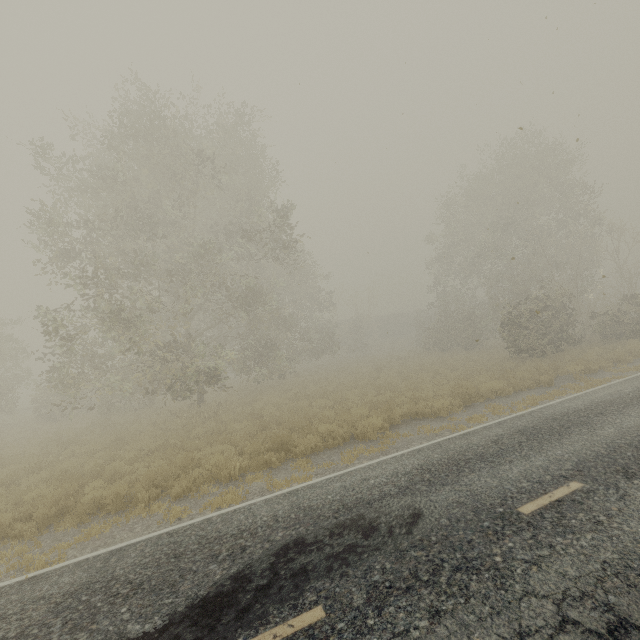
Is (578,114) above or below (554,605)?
above

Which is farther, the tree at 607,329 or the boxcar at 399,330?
the boxcar at 399,330

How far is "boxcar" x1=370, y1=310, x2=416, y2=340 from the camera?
51.44m

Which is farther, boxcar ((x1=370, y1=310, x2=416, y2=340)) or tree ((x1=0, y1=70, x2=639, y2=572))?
boxcar ((x1=370, y1=310, x2=416, y2=340))

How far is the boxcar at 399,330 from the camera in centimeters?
5144cm
